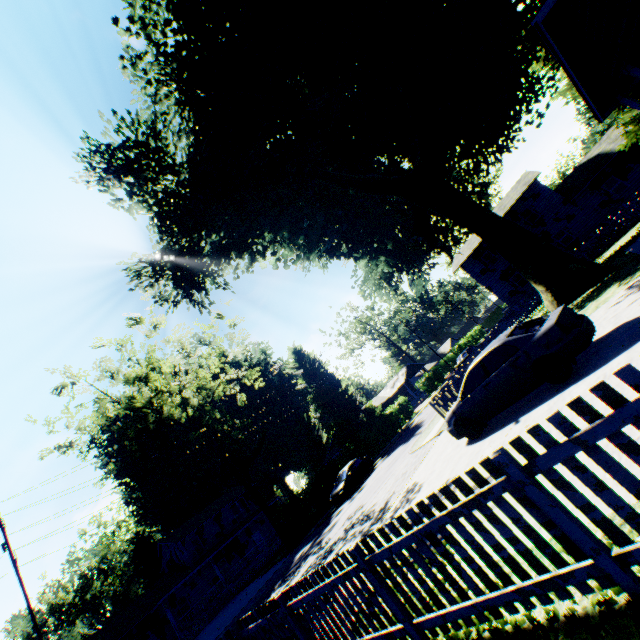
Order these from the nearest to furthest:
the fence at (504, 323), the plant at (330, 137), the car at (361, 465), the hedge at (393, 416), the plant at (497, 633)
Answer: the plant at (497, 633) < the plant at (330, 137) < the fence at (504, 323) < the car at (361, 465) < the hedge at (393, 416)

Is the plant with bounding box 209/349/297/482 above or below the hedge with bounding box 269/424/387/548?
above

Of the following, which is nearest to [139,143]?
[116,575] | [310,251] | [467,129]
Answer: [310,251]

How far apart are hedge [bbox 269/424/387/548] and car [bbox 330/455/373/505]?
2.7 meters

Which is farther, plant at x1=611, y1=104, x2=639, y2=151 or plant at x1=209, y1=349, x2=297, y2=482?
plant at x1=209, y1=349, x2=297, y2=482

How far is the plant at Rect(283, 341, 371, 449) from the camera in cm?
4106

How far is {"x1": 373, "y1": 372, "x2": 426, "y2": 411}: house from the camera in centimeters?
5709cm

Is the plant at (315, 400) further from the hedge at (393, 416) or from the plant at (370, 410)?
the hedge at (393, 416)
